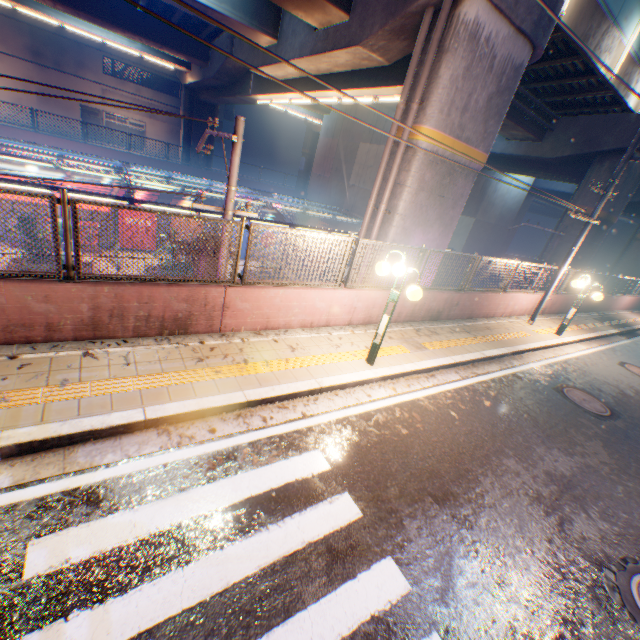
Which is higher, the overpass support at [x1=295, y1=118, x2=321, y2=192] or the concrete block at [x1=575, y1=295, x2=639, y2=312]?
the overpass support at [x1=295, y1=118, x2=321, y2=192]

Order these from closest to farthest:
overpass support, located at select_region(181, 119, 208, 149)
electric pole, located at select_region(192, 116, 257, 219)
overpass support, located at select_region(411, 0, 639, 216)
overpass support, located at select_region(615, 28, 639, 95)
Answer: electric pole, located at select_region(192, 116, 257, 219)
overpass support, located at select_region(411, 0, 639, 216)
overpass support, located at select_region(615, 28, 639, 95)
overpass support, located at select_region(181, 119, 208, 149)

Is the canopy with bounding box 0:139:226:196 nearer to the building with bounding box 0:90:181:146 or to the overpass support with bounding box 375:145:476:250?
the overpass support with bounding box 375:145:476:250

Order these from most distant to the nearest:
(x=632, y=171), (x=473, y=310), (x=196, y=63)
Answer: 1. (x=196, y=63)
2. (x=632, y=171)
3. (x=473, y=310)

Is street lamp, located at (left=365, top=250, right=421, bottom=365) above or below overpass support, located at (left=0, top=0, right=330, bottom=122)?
below

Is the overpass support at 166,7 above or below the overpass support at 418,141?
above

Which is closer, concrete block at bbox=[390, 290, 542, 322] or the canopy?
concrete block at bbox=[390, 290, 542, 322]

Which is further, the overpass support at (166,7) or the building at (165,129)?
the building at (165,129)
